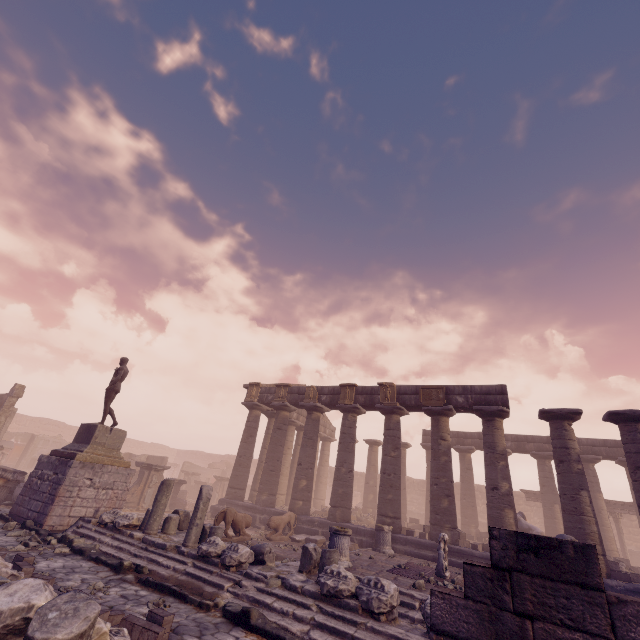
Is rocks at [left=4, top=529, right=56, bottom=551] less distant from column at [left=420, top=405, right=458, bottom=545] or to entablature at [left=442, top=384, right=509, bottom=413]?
entablature at [left=442, top=384, right=509, bottom=413]

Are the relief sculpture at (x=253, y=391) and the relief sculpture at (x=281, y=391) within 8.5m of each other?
yes

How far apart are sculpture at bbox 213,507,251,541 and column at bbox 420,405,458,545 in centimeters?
716cm

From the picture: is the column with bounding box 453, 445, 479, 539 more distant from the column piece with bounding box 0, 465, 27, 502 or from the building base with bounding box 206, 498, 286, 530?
the column piece with bounding box 0, 465, 27, 502

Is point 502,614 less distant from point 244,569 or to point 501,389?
point 244,569

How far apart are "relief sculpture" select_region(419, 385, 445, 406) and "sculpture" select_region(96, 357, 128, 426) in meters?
13.1 m

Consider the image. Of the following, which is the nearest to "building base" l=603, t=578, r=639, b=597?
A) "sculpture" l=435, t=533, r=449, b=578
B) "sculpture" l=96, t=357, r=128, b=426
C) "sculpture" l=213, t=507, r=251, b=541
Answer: "sculpture" l=435, t=533, r=449, b=578

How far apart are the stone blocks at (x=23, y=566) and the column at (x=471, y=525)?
21.9m
